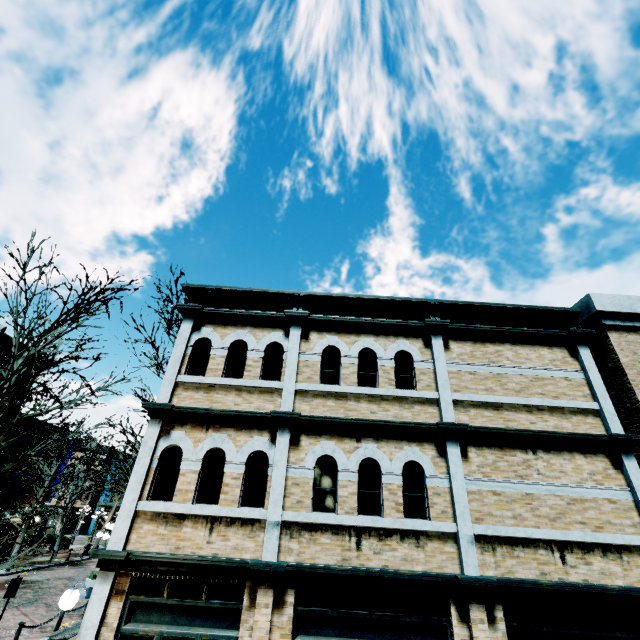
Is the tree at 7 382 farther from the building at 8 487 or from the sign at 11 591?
the sign at 11 591

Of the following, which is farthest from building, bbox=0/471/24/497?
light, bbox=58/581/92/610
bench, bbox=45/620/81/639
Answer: bench, bbox=45/620/81/639

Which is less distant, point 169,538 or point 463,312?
point 169,538

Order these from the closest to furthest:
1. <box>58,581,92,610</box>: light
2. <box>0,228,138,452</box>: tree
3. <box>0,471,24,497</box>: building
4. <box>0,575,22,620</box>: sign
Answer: <box>58,581,92,610</box>: light → <box>0,228,138,452</box>: tree → <box>0,575,22,620</box>: sign → <box>0,471,24,497</box>: building

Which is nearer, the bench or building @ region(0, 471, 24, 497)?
the bench

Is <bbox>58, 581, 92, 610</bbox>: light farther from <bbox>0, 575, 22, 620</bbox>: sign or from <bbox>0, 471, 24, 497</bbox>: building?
<bbox>0, 575, 22, 620</bbox>: sign

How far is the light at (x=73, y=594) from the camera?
5.8m

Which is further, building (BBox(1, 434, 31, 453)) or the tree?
building (BBox(1, 434, 31, 453))
